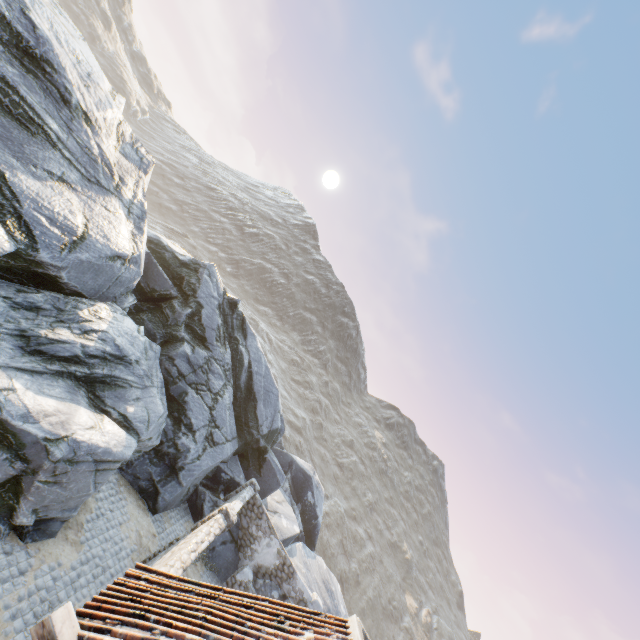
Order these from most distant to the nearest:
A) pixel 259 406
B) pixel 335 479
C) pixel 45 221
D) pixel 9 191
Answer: pixel 335 479, pixel 259 406, pixel 45 221, pixel 9 191

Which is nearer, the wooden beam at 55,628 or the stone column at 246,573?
the wooden beam at 55,628

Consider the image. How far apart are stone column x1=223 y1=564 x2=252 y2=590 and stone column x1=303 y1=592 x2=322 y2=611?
2.7 meters

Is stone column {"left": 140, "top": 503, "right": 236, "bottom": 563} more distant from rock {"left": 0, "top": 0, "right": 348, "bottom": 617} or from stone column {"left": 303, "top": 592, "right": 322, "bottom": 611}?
stone column {"left": 303, "top": 592, "right": 322, "bottom": 611}

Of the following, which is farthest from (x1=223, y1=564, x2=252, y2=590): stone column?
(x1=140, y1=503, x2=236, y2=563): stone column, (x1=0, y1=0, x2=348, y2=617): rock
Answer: (x1=140, y1=503, x2=236, y2=563): stone column

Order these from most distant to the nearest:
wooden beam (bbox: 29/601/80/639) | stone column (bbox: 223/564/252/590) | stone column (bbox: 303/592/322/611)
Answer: stone column (bbox: 303/592/322/611) < stone column (bbox: 223/564/252/590) < wooden beam (bbox: 29/601/80/639)

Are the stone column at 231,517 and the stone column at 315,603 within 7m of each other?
no

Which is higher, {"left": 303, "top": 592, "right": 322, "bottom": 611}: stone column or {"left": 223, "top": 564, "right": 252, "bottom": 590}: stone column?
{"left": 303, "top": 592, "right": 322, "bottom": 611}: stone column
